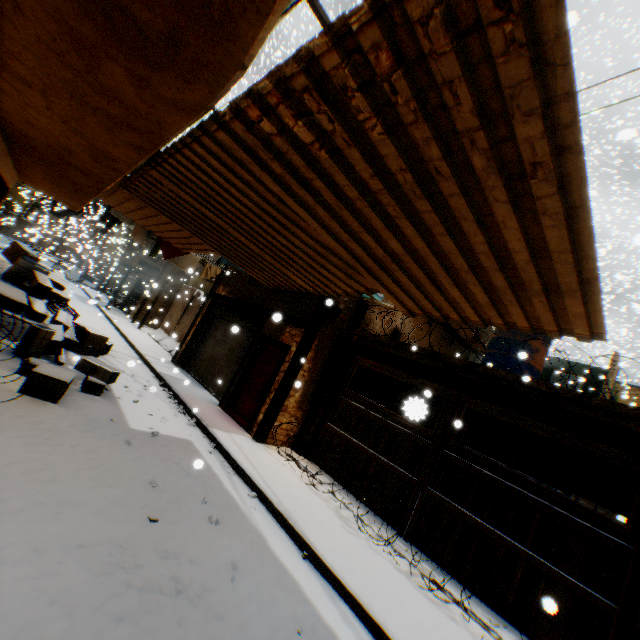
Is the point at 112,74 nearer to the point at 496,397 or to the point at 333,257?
the point at 333,257

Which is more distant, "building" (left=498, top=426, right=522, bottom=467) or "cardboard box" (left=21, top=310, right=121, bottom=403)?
"building" (left=498, top=426, right=522, bottom=467)

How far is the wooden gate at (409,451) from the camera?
6.52m

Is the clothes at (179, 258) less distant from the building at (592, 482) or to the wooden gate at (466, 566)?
the building at (592, 482)

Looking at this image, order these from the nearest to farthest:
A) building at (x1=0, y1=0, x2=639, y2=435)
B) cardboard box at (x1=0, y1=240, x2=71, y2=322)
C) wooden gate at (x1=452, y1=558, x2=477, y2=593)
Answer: building at (x1=0, y1=0, x2=639, y2=435)
wooden gate at (x1=452, y1=558, x2=477, y2=593)
cardboard box at (x1=0, y1=240, x2=71, y2=322)

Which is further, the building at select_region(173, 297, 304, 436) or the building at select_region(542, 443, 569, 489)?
the building at select_region(542, 443, 569, 489)

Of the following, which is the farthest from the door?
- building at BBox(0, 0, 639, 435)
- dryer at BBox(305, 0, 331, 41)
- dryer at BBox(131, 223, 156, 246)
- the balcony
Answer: the balcony

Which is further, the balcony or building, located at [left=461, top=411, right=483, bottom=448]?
the balcony
